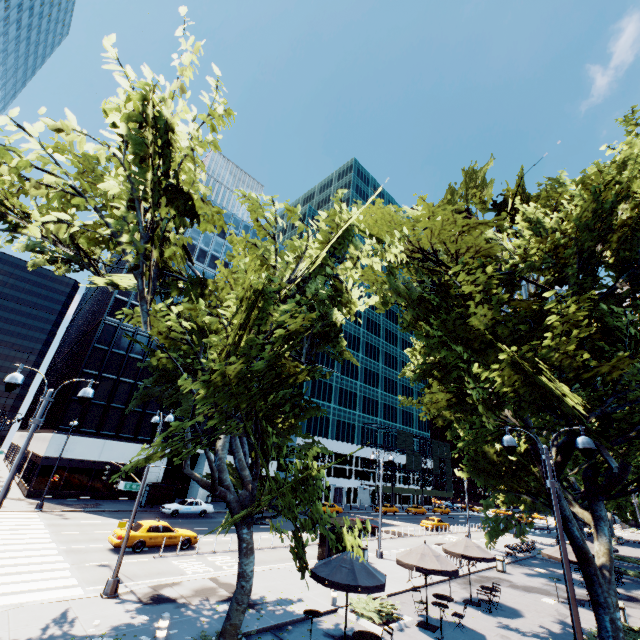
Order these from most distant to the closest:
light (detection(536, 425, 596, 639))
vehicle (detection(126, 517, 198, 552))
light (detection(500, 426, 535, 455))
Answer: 1. vehicle (detection(126, 517, 198, 552))
2. light (detection(500, 426, 535, 455))
3. light (detection(536, 425, 596, 639))

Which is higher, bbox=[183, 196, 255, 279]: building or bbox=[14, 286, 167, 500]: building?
bbox=[183, 196, 255, 279]: building

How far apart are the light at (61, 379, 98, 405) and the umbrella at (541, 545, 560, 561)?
26.9m

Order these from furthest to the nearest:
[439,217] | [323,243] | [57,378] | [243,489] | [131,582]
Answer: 1. [57,378]
2. [439,217]
3. [131,582]
4. [243,489]
5. [323,243]

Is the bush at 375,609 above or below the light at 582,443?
below

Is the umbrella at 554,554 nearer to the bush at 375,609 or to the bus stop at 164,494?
the bush at 375,609

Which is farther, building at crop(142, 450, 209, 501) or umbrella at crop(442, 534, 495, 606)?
building at crop(142, 450, 209, 501)

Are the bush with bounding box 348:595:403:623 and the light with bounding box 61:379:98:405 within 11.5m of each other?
no
